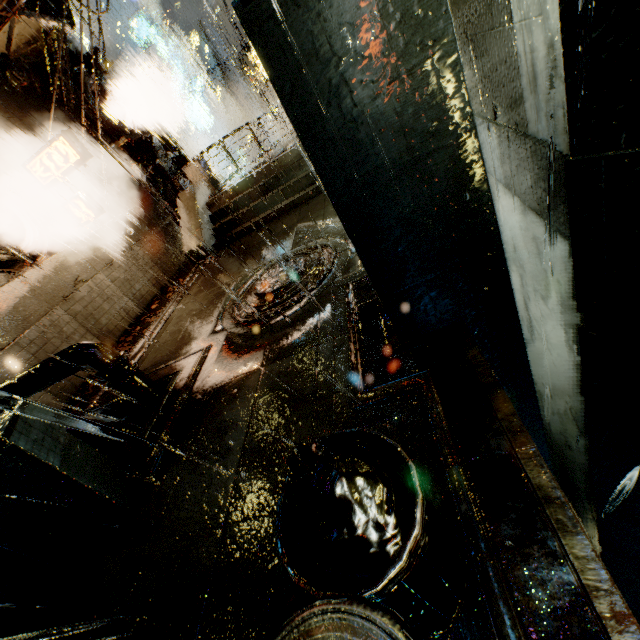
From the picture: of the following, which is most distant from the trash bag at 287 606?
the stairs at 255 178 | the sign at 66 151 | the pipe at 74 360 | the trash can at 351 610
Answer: the sign at 66 151

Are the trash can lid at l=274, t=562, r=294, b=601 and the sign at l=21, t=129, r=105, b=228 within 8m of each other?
no

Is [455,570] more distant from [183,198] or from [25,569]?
[183,198]

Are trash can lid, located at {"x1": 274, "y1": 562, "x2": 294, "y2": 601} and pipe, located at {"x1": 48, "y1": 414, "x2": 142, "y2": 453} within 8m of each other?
yes

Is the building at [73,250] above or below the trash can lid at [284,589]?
above

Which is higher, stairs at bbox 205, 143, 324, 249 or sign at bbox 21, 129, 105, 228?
sign at bbox 21, 129, 105, 228

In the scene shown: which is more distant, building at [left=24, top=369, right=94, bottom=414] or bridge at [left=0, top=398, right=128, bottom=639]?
building at [left=24, top=369, right=94, bottom=414]

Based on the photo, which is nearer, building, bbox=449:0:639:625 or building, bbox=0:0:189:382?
building, bbox=449:0:639:625
